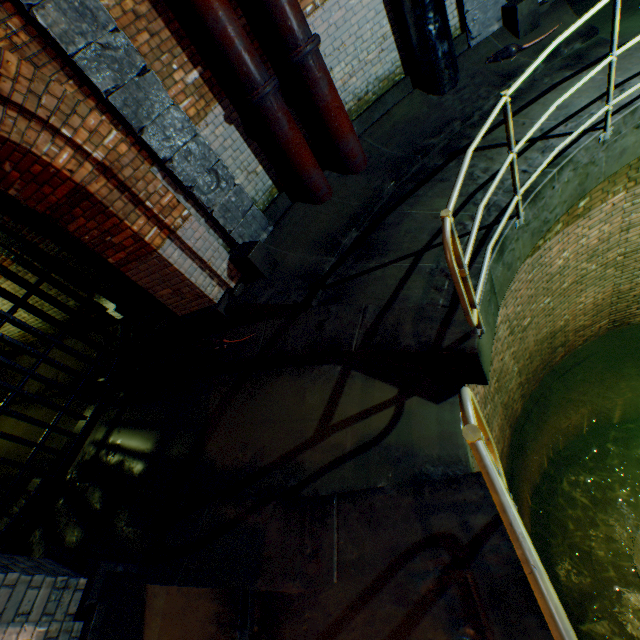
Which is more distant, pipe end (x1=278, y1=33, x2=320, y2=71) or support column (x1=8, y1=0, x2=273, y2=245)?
pipe end (x1=278, y1=33, x2=320, y2=71)

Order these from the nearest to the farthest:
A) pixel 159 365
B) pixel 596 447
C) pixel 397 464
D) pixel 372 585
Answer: pixel 372 585 < pixel 397 464 < pixel 159 365 < pixel 596 447

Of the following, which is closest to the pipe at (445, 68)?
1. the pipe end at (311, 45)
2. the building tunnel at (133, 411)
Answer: the pipe end at (311, 45)

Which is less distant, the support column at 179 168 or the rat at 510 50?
the support column at 179 168

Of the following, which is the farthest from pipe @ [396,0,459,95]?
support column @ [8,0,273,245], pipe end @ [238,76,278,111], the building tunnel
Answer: the building tunnel

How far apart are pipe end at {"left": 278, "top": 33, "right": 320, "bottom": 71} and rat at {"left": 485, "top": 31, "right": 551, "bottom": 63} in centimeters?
237cm

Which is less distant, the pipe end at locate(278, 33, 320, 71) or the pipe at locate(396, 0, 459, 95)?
the pipe end at locate(278, 33, 320, 71)

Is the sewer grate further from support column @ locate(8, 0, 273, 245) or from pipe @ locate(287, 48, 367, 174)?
pipe @ locate(287, 48, 367, 174)
